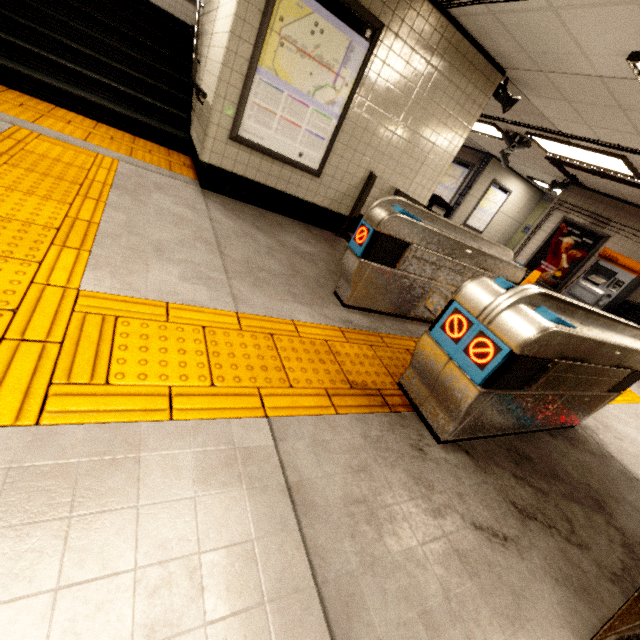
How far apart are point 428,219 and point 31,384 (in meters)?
3.11

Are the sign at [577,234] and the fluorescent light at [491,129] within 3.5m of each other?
yes

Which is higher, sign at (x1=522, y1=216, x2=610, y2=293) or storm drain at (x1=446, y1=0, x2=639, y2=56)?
storm drain at (x1=446, y1=0, x2=639, y2=56)

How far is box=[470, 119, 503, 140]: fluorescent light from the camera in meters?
7.4 m

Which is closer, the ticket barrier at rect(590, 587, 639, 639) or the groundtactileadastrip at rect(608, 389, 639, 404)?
the ticket barrier at rect(590, 587, 639, 639)

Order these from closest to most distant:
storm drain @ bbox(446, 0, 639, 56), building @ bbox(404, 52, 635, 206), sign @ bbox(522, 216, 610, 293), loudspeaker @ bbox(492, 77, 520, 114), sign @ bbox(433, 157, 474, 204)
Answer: storm drain @ bbox(446, 0, 639, 56) < building @ bbox(404, 52, 635, 206) < loudspeaker @ bbox(492, 77, 520, 114) < sign @ bbox(522, 216, 610, 293) < sign @ bbox(433, 157, 474, 204)

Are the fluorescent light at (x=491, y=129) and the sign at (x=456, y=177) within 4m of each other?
yes

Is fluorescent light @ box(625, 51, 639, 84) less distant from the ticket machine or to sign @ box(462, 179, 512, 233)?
the ticket machine
